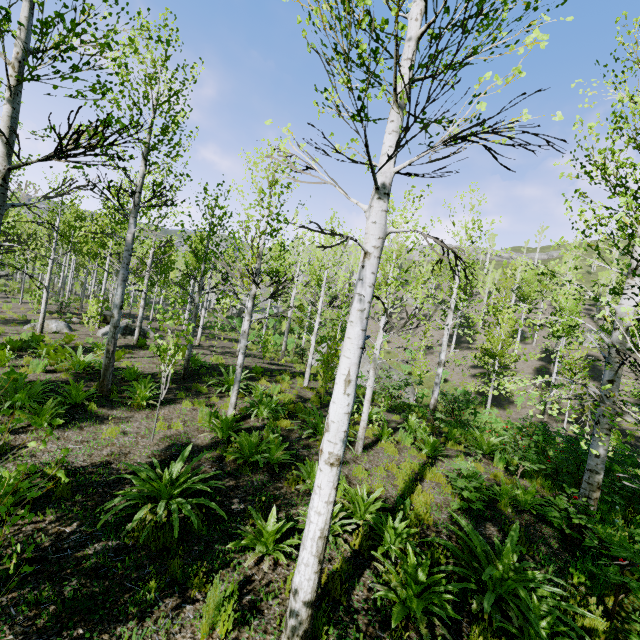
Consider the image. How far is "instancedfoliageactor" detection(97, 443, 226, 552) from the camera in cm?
420

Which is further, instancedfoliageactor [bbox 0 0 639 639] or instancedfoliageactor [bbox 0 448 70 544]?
instancedfoliageactor [bbox 0 0 639 639]

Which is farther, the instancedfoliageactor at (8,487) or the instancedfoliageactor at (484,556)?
the instancedfoliageactor at (484,556)

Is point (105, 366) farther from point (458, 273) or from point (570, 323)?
point (570, 323)

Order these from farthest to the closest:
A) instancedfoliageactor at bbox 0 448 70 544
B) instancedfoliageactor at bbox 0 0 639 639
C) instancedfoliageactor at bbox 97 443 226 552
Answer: instancedfoliageactor at bbox 97 443 226 552 → instancedfoliageactor at bbox 0 0 639 639 → instancedfoliageactor at bbox 0 448 70 544

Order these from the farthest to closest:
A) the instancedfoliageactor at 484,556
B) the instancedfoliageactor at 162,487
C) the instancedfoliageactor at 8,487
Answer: the instancedfoliageactor at 162,487 → the instancedfoliageactor at 484,556 → the instancedfoliageactor at 8,487
